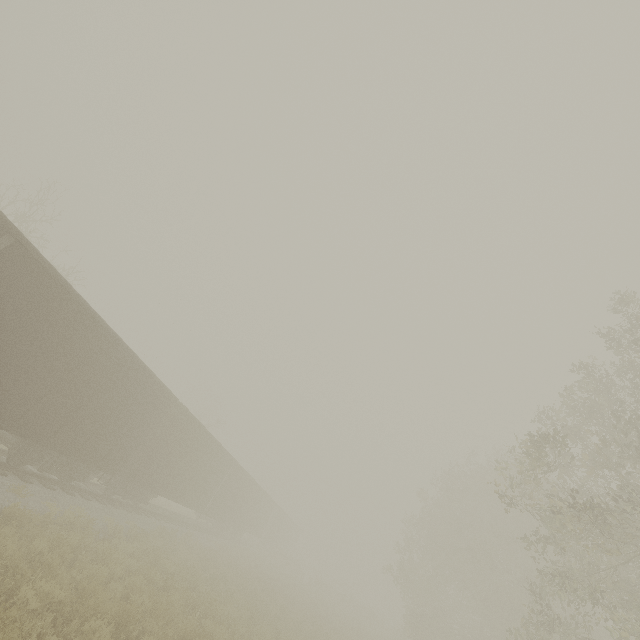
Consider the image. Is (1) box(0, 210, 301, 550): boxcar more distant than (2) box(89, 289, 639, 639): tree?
No

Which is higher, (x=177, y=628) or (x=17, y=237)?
(x=17, y=237)

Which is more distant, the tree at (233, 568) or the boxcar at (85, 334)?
the tree at (233, 568)
